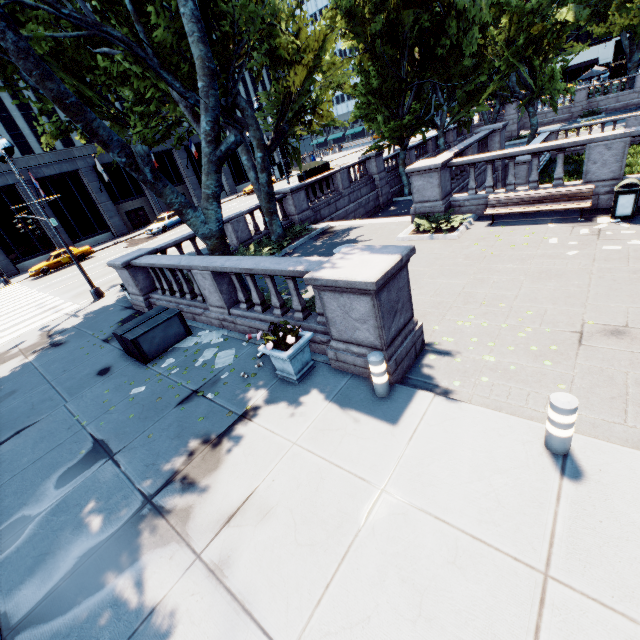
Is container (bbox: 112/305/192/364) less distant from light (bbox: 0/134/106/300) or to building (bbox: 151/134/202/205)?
light (bbox: 0/134/106/300)

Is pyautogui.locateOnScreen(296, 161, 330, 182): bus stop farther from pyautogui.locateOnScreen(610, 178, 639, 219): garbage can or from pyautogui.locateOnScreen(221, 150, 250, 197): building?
pyautogui.locateOnScreen(221, 150, 250, 197): building

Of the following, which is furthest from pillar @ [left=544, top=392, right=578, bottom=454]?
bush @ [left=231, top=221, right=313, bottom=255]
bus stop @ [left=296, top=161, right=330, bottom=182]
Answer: bus stop @ [left=296, top=161, right=330, bottom=182]

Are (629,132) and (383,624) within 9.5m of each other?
no

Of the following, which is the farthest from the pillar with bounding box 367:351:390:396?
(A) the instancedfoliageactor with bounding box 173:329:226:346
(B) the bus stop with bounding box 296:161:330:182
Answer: (B) the bus stop with bounding box 296:161:330:182

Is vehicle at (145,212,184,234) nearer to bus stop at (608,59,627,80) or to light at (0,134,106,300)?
light at (0,134,106,300)

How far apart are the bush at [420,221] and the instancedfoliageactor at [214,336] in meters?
7.9 m

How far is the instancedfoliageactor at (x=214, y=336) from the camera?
9.1 meters
